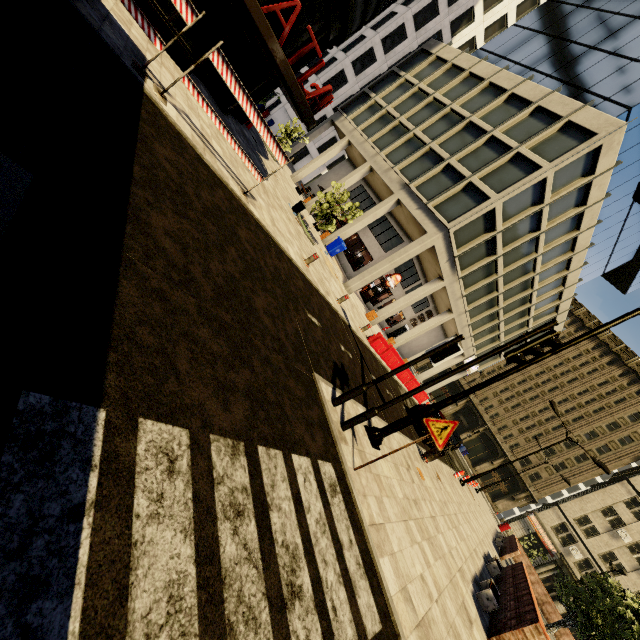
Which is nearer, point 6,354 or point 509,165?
point 6,354

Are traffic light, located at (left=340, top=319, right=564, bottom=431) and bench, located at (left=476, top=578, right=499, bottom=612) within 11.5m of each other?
yes

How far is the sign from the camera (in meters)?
4.93

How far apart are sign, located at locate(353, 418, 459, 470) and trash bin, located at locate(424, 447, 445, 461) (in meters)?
8.12

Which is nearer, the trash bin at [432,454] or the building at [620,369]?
the trash bin at [432,454]

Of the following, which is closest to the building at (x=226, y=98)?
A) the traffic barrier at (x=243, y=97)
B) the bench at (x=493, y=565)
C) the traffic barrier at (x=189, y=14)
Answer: the traffic barrier at (x=189, y=14)

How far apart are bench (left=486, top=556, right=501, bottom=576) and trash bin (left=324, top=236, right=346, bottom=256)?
18.4 meters

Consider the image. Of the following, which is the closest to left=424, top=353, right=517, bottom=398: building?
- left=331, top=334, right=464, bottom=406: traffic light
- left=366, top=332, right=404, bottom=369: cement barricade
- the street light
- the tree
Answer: left=366, top=332, right=404, bottom=369: cement barricade
